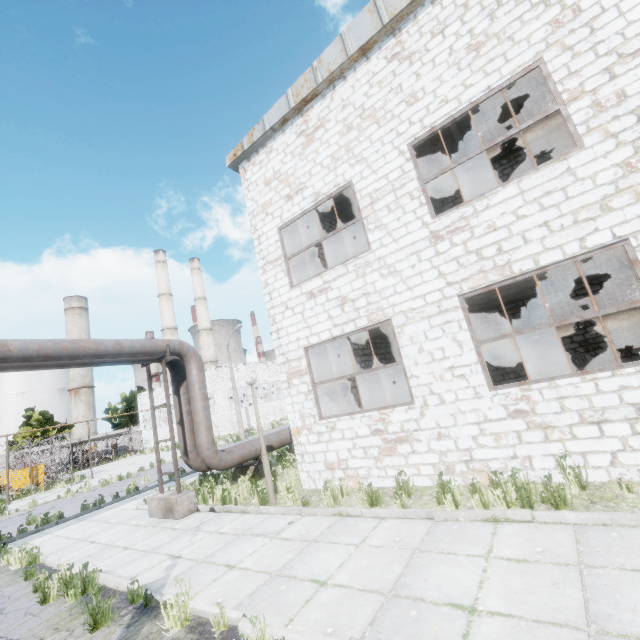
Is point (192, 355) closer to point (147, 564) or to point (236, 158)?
point (147, 564)

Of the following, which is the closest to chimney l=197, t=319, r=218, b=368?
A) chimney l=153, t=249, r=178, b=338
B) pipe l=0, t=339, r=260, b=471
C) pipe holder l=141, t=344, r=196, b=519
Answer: chimney l=153, t=249, r=178, b=338

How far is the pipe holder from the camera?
9.2m

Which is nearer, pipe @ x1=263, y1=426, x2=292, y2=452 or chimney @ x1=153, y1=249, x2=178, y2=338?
pipe @ x1=263, y1=426, x2=292, y2=452

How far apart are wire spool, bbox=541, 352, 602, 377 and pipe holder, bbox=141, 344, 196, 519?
11.4 meters

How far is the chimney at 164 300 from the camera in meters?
53.9

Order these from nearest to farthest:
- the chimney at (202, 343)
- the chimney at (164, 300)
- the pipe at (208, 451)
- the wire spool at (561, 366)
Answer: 1. the pipe at (208, 451)
2. the wire spool at (561, 366)
3. the chimney at (164, 300)
4. the chimney at (202, 343)

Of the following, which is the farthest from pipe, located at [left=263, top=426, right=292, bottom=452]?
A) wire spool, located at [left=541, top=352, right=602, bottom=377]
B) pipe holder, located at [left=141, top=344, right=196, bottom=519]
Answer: wire spool, located at [left=541, top=352, right=602, bottom=377]
